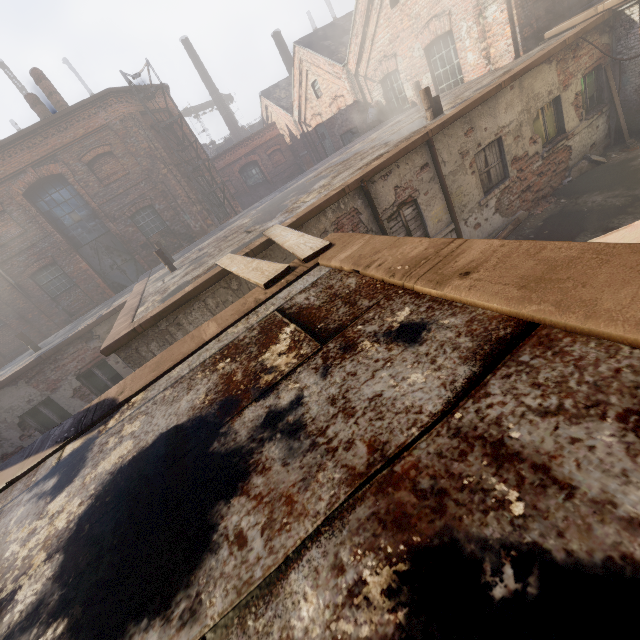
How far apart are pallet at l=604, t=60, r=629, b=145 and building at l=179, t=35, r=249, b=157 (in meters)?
30.25

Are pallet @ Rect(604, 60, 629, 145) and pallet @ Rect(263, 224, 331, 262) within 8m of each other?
no

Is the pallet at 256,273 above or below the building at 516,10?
below

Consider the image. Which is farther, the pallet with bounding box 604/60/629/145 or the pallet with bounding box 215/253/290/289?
the pallet with bounding box 604/60/629/145

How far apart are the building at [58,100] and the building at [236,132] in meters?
19.0 m

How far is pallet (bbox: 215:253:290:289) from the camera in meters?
3.5

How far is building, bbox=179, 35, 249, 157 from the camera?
29.1m

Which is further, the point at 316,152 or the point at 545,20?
the point at 316,152
